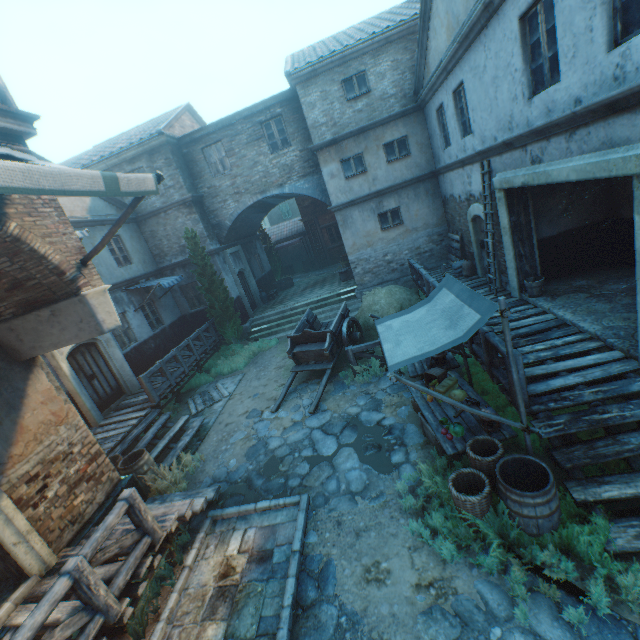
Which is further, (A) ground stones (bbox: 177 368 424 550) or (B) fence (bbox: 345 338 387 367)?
(B) fence (bbox: 345 338 387 367)

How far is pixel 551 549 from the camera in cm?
386

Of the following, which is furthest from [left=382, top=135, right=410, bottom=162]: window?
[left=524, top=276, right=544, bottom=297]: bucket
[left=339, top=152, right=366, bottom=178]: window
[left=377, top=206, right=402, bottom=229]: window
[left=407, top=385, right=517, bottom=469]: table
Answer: [left=407, top=385, right=517, bottom=469]: table

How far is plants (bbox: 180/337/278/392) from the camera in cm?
1318

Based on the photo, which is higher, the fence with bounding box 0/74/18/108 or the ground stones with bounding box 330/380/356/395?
the fence with bounding box 0/74/18/108

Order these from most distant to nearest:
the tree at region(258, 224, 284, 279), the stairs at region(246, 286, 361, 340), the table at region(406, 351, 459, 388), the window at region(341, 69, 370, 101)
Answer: the tree at region(258, 224, 284, 279), the stairs at region(246, 286, 361, 340), the window at region(341, 69, 370, 101), the table at region(406, 351, 459, 388)

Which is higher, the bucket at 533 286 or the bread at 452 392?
the bucket at 533 286

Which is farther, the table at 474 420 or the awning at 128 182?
the table at 474 420
